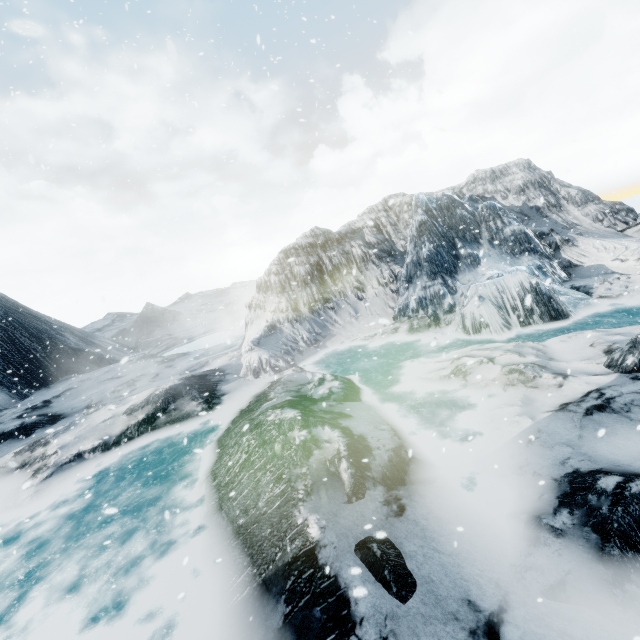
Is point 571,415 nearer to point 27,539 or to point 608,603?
point 608,603
